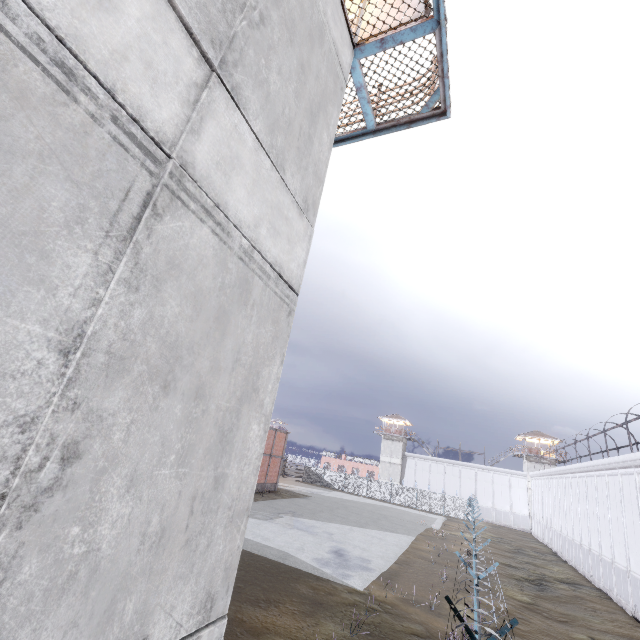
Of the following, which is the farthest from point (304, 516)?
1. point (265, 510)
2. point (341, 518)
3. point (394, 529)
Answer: point (394, 529)

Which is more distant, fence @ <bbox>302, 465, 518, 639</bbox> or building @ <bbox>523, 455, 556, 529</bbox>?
building @ <bbox>523, 455, 556, 529</bbox>

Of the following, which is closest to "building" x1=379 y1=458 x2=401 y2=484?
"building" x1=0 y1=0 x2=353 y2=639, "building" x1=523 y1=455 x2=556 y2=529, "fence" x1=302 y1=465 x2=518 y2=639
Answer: "fence" x1=302 y1=465 x2=518 y2=639

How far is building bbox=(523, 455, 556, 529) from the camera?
50.2m

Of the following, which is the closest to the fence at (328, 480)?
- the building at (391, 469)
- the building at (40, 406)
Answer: the building at (40, 406)

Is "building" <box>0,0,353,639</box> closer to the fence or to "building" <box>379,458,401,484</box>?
the fence

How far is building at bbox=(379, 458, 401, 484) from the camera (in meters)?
58.75

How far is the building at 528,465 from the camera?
50.2m
